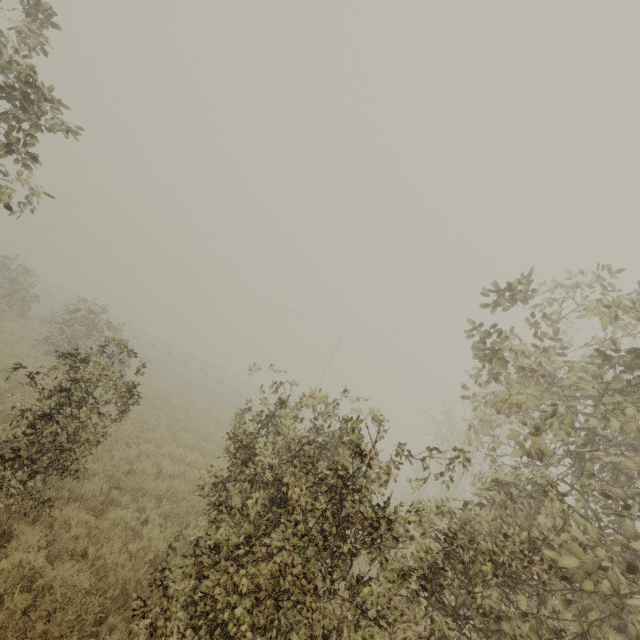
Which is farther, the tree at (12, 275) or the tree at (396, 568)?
the tree at (12, 275)

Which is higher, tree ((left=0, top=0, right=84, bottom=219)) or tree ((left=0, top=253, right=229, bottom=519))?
tree ((left=0, top=0, right=84, bottom=219))

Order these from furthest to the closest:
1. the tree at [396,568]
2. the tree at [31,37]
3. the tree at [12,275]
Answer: the tree at [12,275]
the tree at [31,37]
the tree at [396,568]

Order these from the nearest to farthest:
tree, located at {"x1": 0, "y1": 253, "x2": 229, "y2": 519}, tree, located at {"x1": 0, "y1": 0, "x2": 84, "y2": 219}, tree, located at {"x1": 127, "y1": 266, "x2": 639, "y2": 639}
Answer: tree, located at {"x1": 127, "y1": 266, "x2": 639, "y2": 639} < tree, located at {"x1": 0, "y1": 0, "x2": 84, "y2": 219} < tree, located at {"x1": 0, "y1": 253, "x2": 229, "y2": 519}

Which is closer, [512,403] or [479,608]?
[479,608]

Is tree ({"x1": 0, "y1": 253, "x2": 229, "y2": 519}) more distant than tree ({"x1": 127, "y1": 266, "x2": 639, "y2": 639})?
Yes
